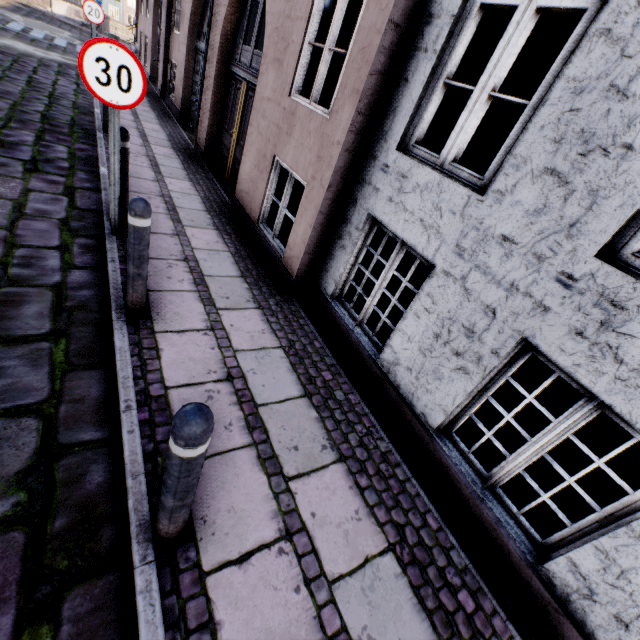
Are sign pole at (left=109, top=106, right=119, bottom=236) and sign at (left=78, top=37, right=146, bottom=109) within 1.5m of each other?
yes

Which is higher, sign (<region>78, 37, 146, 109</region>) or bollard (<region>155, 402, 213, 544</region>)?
sign (<region>78, 37, 146, 109</region>)

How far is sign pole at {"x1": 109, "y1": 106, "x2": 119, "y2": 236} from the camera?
3.2 meters

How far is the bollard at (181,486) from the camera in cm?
122

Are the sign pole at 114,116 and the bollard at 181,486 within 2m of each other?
no

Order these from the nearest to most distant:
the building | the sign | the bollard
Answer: the bollard → the building → the sign

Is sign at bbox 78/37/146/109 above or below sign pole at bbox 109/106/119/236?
above

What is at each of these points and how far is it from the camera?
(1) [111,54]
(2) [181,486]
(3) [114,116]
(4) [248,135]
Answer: (1) sign, 2.9 meters
(2) bollard, 1.4 meters
(3) sign pole, 3.2 meters
(4) building, 5.3 meters
